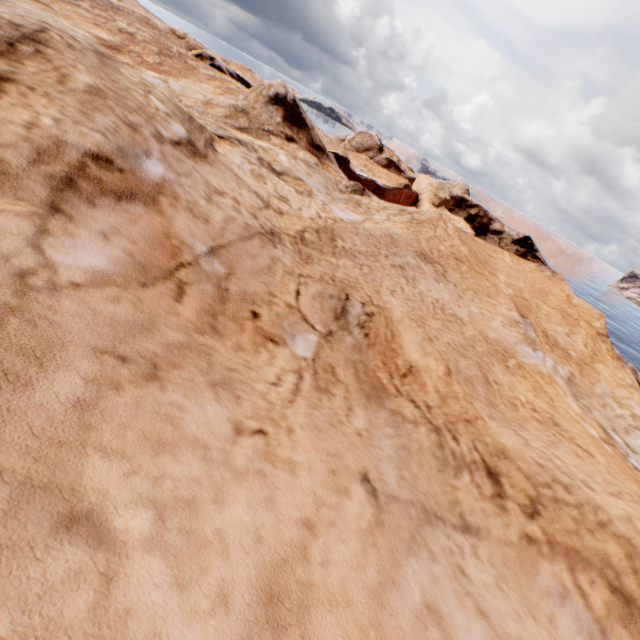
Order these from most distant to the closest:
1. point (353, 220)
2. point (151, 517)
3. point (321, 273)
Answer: point (353, 220) → point (321, 273) → point (151, 517)
